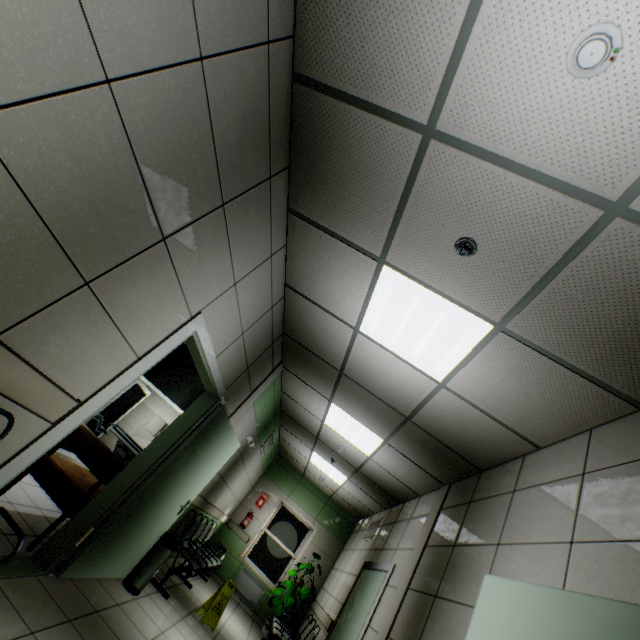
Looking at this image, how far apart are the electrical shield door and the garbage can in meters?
6.4

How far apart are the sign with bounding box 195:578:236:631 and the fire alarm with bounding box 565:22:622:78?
7.1m

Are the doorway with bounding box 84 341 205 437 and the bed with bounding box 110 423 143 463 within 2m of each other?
yes

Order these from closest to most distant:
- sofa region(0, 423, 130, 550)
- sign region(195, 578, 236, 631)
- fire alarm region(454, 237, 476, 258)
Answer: fire alarm region(454, 237, 476, 258) < sofa region(0, 423, 130, 550) < sign region(195, 578, 236, 631)

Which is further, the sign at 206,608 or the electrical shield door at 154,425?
the electrical shield door at 154,425

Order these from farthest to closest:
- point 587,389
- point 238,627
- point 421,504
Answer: point 238,627 → point 421,504 → point 587,389

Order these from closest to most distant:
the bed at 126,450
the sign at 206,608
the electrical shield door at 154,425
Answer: the sign at 206,608
the bed at 126,450
the electrical shield door at 154,425

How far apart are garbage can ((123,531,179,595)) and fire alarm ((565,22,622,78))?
5.7m
